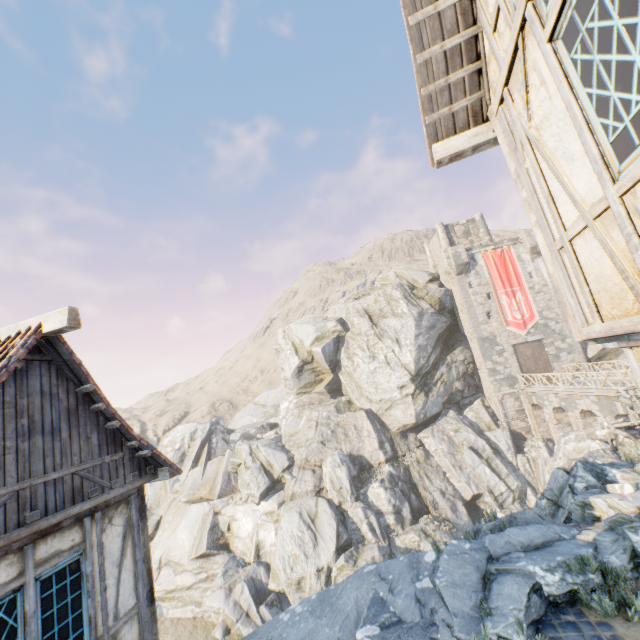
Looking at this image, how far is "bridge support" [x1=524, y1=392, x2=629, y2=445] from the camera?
20.12m

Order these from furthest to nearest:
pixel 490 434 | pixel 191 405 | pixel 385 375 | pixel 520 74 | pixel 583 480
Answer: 1. pixel 191 405
2. pixel 385 375
3. pixel 490 434
4. pixel 583 480
5. pixel 520 74

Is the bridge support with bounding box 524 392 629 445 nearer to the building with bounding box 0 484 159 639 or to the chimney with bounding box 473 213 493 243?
the chimney with bounding box 473 213 493 243

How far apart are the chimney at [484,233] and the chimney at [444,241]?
3.19m

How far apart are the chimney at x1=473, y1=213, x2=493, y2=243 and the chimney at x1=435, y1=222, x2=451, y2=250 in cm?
319

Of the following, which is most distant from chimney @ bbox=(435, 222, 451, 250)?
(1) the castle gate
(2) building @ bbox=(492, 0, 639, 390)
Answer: (2) building @ bbox=(492, 0, 639, 390)

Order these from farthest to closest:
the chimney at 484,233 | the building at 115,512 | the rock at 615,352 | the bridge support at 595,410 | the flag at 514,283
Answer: the chimney at 484,233 < the flag at 514,283 < the rock at 615,352 < the bridge support at 595,410 < the building at 115,512

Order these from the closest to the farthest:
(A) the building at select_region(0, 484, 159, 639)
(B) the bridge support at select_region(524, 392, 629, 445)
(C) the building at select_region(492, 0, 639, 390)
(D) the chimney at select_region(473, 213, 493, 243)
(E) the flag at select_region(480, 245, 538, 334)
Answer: (C) the building at select_region(492, 0, 639, 390)
(A) the building at select_region(0, 484, 159, 639)
(B) the bridge support at select_region(524, 392, 629, 445)
(E) the flag at select_region(480, 245, 538, 334)
(D) the chimney at select_region(473, 213, 493, 243)
